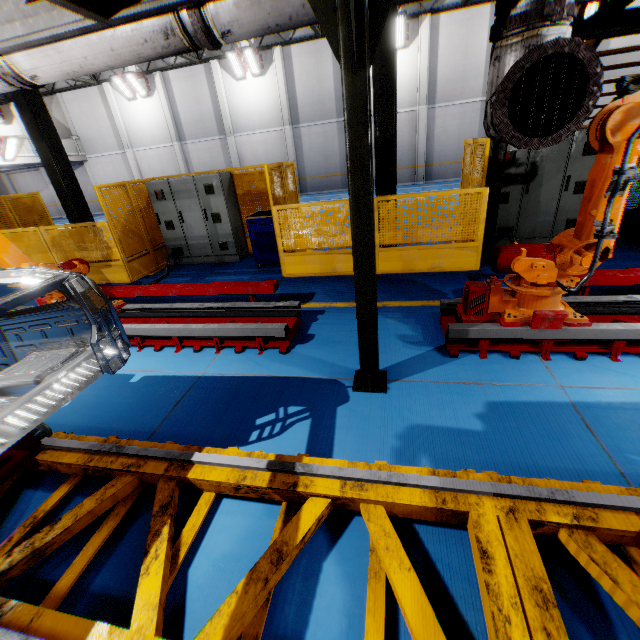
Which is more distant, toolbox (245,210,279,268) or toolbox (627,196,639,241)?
toolbox (245,210,279,268)

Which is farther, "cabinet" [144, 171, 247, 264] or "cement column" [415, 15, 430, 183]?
"cement column" [415, 15, 430, 183]

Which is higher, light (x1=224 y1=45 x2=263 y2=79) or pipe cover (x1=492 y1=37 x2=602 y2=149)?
light (x1=224 y1=45 x2=263 y2=79)

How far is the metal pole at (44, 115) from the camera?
7.4 meters

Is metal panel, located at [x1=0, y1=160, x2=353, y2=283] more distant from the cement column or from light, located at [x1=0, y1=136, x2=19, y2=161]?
the cement column

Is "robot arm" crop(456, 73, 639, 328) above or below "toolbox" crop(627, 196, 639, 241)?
above

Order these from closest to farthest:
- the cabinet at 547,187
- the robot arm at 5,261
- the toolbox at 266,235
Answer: the robot arm at 5,261
the cabinet at 547,187
the toolbox at 266,235

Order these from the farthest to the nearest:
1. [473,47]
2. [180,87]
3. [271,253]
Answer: [180,87]
[473,47]
[271,253]
